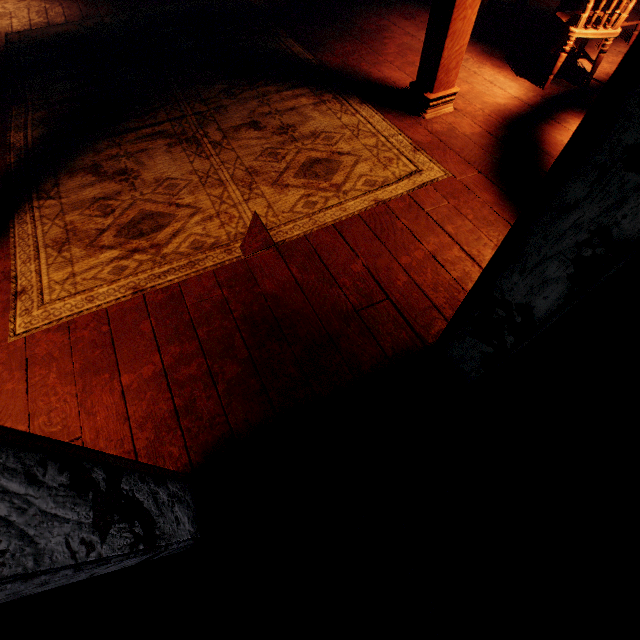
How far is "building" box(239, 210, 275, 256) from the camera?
2.39m

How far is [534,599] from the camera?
1.4 meters

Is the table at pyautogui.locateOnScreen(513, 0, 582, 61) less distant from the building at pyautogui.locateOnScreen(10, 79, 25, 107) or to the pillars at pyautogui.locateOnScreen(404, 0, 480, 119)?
the building at pyautogui.locateOnScreen(10, 79, 25, 107)

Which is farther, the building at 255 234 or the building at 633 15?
the building at 633 15

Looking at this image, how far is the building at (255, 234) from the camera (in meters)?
2.39

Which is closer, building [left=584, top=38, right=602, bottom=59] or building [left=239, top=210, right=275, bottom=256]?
building [left=239, top=210, right=275, bottom=256]

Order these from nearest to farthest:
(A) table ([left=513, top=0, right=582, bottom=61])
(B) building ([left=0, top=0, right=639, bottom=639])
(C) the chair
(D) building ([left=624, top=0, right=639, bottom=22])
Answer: (B) building ([left=0, top=0, right=639, bottom=639]), (C) the chair, (A) table ([left=513, top=0, right=582, bottom=61]), (D) building ([left=624, top=0, right=639, bottom=22])

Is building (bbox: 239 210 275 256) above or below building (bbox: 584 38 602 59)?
above
